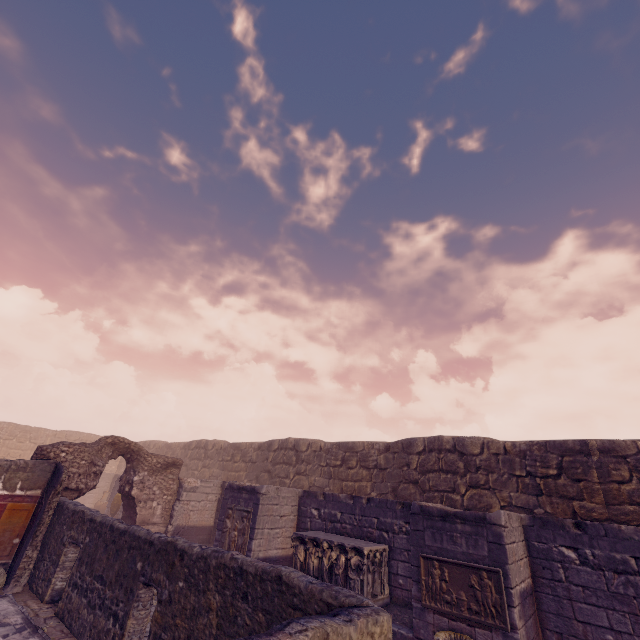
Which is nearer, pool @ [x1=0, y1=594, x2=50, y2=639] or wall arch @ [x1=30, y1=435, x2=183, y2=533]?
pool @ [x1=0, y1=594, x2=50, y2=639]

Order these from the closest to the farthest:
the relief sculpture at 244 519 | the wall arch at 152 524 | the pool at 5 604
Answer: the pool at 5 604
the relief sculpture at 244 519
the wall arch at 152 524

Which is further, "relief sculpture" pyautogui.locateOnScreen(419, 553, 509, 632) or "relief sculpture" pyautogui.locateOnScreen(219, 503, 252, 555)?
A: "relief sculpture" pyautogui.locateOnScreen(219, 503, 252, 555)

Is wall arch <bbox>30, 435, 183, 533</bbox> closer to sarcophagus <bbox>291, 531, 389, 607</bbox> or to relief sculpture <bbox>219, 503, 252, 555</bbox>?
relief sculpture <bbox>219, 503, 252, 555</bbox>

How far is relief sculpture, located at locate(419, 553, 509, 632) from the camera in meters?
5.8 m

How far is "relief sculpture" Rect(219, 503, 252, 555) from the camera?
9.8m

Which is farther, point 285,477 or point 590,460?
point 285,477

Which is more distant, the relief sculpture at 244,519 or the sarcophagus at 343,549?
the relief sculpture at 244,519
